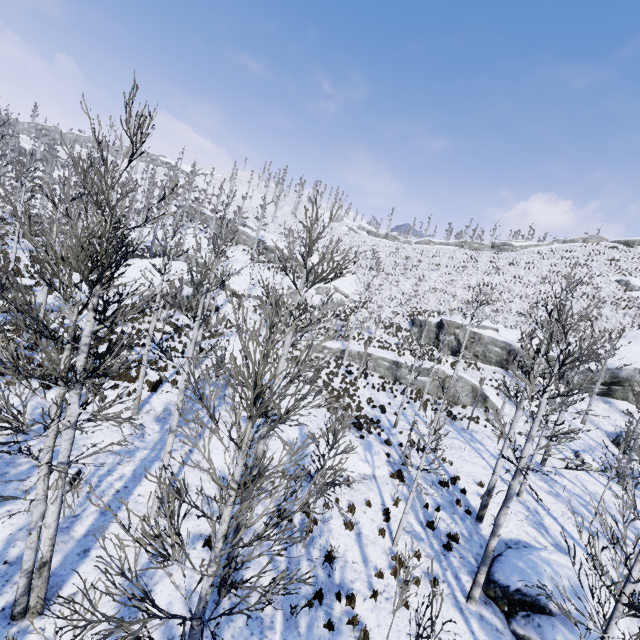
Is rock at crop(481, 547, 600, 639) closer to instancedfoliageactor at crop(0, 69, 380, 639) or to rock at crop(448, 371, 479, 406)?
instancedfoliageactor at crop(0, 69, 380, 639)

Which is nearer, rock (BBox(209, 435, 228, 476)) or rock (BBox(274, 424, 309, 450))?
rock (BBox(209, 435, 228, 476))

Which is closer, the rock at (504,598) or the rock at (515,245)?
the rock at (504,598)

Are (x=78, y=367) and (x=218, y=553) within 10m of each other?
yes

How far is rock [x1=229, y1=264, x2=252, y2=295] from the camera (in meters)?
41.09

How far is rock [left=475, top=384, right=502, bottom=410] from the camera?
25.4m

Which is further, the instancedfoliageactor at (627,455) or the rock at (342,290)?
the rock at (342,290)

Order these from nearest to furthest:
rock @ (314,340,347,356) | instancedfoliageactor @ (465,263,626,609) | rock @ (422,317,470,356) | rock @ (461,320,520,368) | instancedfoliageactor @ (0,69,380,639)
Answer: instancedfoliageactor @ (0,69,380,639) < instancedfoliageactor @ (465,263,626,609) < rock @ (461,320,520,368) < rock @ (314,340,347,356) < rock @ (422,317,470,356)
